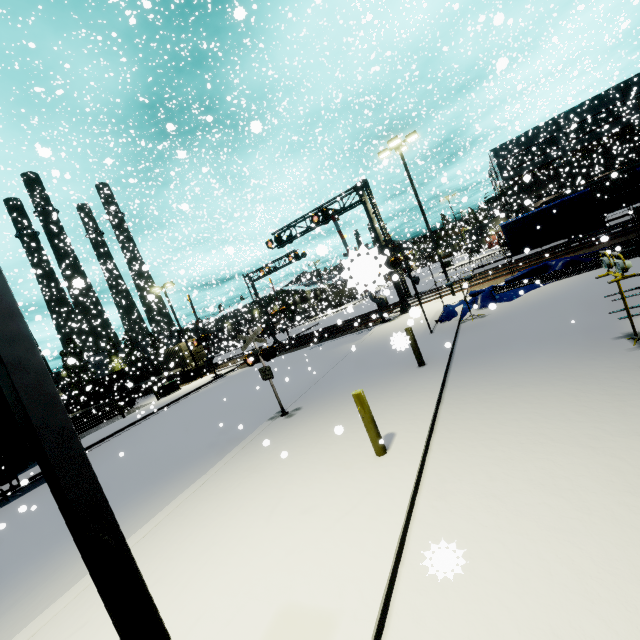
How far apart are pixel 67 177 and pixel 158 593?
7.6m

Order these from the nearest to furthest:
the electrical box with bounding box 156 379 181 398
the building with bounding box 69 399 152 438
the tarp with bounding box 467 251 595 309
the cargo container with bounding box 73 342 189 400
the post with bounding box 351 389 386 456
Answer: the post with bounding box 351 389 386 456 → the tarp with bounding box 467 251 595 309 → the building with bounding box 69 399 152 438 → the electrical box with bounding box 156 379 181 398 → the cargo container with bounding box 73 342 189 400

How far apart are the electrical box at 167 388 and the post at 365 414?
27.01m

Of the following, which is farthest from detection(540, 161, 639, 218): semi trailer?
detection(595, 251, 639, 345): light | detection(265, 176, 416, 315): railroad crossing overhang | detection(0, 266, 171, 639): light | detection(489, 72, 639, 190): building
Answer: detection(0, 266, 171, 639): light

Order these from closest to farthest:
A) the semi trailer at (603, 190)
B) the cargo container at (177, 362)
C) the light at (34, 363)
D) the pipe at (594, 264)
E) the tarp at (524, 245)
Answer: the light at (34, 363) < the pipe at (594, 264) < the tarp at (524, 245) < the semi trailer at (603, 190) < the cargo container at (177, 362)

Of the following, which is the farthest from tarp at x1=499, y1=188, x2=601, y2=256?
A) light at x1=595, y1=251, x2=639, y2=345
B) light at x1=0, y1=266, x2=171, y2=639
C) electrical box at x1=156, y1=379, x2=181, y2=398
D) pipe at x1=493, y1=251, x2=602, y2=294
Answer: electrical box at x1=156, y1=379, x2=181, y2=398

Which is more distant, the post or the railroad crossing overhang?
the railroad crossing overhang

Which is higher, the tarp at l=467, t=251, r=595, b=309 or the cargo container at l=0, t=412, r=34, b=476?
the cargo container at l=0, t=412, r=34, b=476
